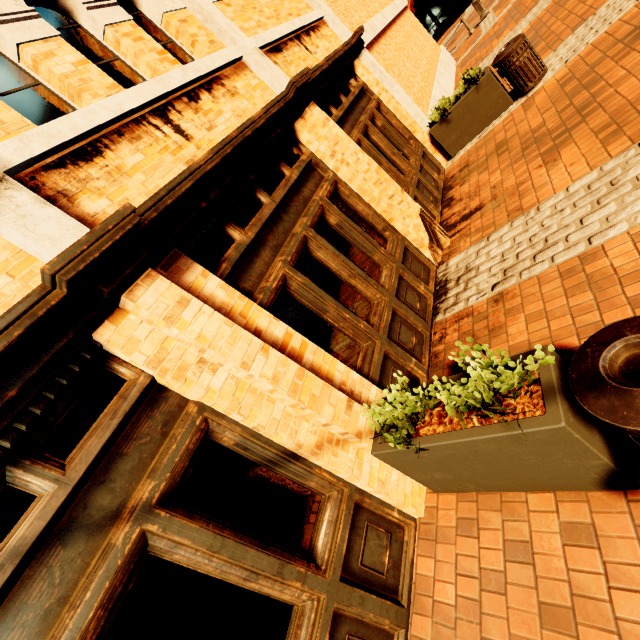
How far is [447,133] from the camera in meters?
7.3 m

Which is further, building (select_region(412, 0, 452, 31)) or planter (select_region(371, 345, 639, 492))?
building (select_region(412, 0, 452, 31))

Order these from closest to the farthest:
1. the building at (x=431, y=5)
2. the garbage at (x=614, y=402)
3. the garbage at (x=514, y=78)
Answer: the garbage at (x=614, y=402) → the garbage at (x=514, y=78) → the building at (x=431, y=5)

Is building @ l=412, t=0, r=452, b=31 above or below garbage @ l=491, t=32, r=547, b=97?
above

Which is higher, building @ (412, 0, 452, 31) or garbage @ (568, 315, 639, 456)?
building @ (412, 0, 452, 31)

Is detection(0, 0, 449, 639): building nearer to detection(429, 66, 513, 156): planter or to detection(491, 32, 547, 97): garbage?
detection(429, 66, 513, 156): planter

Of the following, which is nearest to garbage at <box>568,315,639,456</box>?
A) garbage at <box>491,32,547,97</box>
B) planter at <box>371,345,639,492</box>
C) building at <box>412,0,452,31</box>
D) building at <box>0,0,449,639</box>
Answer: planter at <box>371,345,639,492</box>

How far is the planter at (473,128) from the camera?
6.49m
